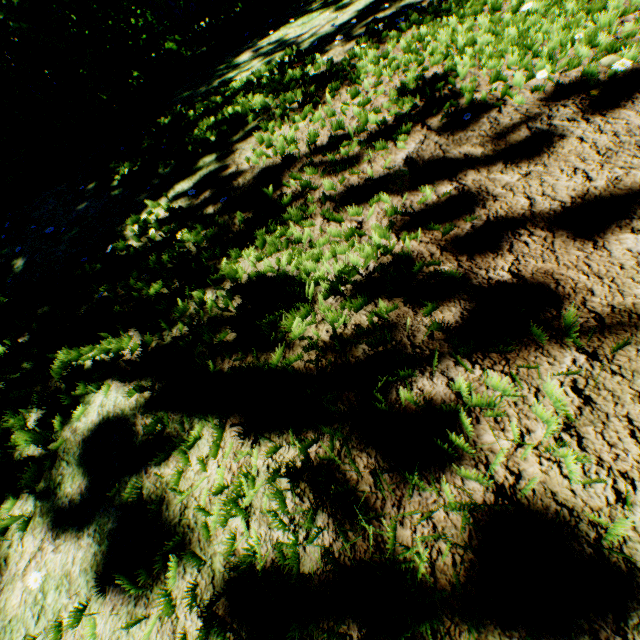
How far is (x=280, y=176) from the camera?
2.78m
